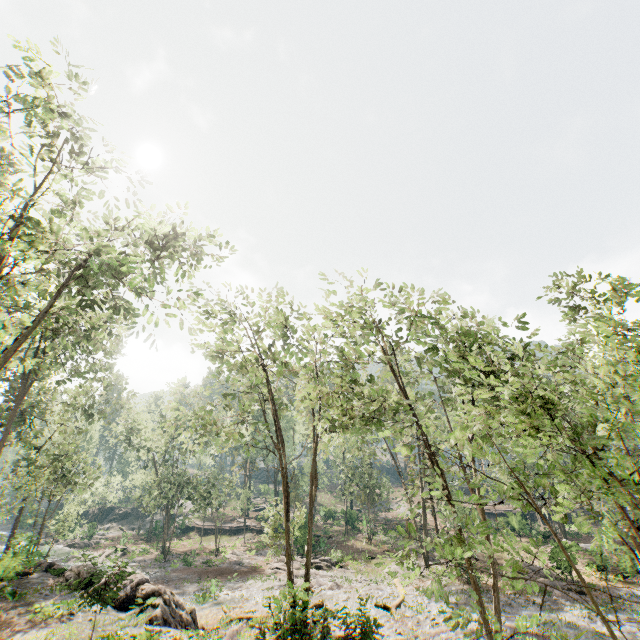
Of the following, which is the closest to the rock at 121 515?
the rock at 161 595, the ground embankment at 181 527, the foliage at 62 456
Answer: the foliage at 62 456

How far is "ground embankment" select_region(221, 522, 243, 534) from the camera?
48.09m

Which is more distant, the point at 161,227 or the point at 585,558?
the point at 585,558

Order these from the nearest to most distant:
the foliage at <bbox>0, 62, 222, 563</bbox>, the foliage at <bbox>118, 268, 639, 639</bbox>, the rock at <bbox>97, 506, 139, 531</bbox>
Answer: the foliage at <bbox>118, 268, 639, 639</bbox> → the foliage at <bbox>0, 62, 222, 563</bbox> → the rock at <bbox>97, 506, 139, 531</bbox>

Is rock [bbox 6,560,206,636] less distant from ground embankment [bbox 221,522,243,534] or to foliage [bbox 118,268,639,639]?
Answer: foliage [bbox 118,268,639,639]

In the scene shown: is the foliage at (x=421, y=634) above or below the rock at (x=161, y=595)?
below
